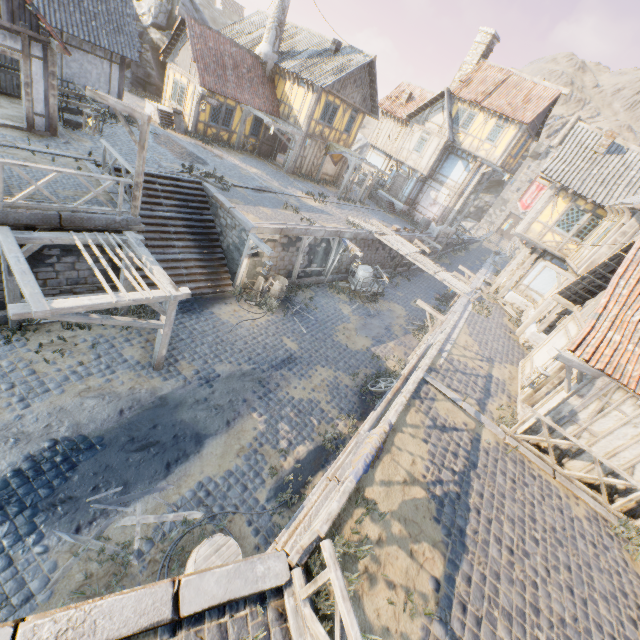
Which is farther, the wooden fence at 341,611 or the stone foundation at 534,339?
the stone foundation at 534,339

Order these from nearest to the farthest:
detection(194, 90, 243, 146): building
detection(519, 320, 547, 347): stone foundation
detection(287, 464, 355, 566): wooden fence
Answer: detection(287, 464, 355, 566): wooden fence, detection(519, 320, 547, 347): stone foundation, detection(194, 90, 243, 146): building

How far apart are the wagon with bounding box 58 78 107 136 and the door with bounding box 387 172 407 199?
23.3m

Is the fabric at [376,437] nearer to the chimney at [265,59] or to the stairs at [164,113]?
the stairs at [164,113]

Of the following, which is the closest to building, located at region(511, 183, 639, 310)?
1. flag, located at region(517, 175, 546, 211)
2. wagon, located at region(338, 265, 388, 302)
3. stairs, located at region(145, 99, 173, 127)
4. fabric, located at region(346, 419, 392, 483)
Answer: flag, located at region(517, 175, 546, 211)

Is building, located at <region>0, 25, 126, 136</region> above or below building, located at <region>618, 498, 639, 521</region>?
above

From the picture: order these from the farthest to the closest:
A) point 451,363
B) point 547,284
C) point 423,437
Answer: point 547,284 < point 451,363 < point 423,437

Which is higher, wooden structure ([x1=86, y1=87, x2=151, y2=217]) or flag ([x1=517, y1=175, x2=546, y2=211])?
flag ([x1=517, y1=175, x2=546, y2=211])
